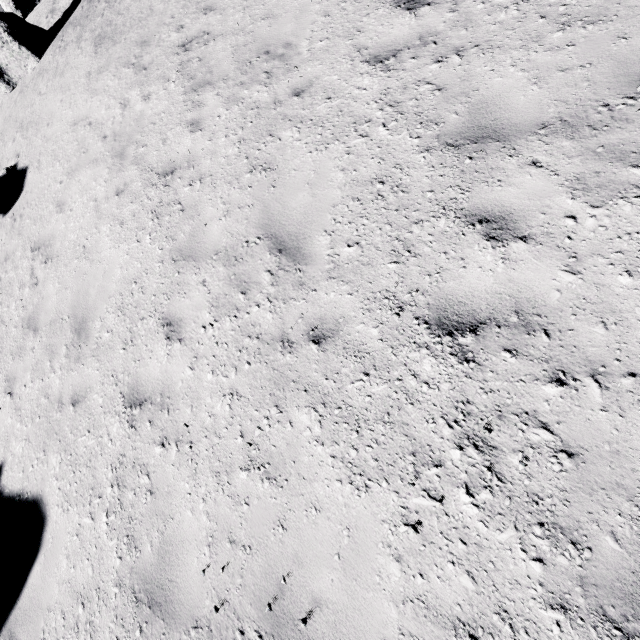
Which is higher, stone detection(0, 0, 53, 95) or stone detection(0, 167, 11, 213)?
stone detection(0, 0, 53, 95)

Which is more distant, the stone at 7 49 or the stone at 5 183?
the stone at 7 49

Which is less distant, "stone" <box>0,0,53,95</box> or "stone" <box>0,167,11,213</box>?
"stone" <box>0,167,11,213</box>

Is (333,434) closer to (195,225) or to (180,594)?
(180,594)

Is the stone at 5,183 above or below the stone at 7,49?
below
